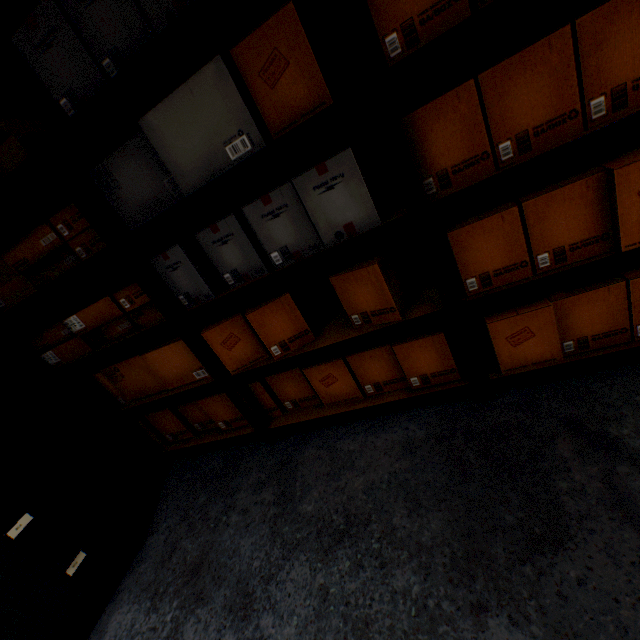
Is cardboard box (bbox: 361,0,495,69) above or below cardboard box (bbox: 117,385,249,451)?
above

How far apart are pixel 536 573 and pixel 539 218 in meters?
1.1

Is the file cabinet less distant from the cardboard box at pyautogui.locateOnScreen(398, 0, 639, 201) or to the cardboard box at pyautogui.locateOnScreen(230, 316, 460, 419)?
the cardboard box at pyautogui.locateOnScreen(230, 316, 460, 419)

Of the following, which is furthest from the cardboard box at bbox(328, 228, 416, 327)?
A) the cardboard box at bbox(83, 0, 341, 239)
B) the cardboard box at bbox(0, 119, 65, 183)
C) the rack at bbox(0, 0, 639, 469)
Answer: the cardboard box at bbox(0, 119, 65, 183)

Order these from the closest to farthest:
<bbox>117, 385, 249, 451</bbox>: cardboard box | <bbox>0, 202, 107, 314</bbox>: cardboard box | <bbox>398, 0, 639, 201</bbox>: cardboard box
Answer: <bbox>398, 0, 639, 201</bbox>: cardboard box < <bbox>0, 202, 107, 314</bbox>: cardboard box < <bbox>117, 385, 249, 451</bbox>: cardboard box

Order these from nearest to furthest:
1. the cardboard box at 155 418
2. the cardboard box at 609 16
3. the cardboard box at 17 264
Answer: the cardboard box at 609 16
the cardboard box at 17 264
the cardboard box at 155 418

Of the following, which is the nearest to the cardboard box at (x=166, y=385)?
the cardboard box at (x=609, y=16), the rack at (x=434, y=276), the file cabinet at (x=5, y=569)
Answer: the rack at (x=434, y=276)

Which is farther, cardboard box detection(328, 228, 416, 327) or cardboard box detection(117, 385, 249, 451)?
cardboard box detection(117, 385, 249, 451)
